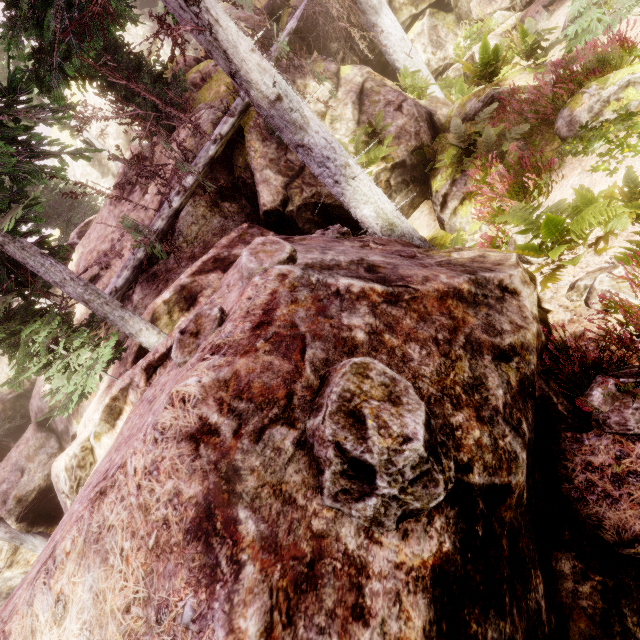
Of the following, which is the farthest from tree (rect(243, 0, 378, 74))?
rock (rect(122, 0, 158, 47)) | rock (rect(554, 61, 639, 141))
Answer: rock (rect(554, 61, 639, 141))

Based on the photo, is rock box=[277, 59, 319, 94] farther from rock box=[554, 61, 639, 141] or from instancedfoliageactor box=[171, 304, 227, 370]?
rock box=[554, 61, 639, 141]

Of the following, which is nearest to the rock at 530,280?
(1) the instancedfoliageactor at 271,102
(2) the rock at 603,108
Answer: (1) the instancedfoliageactor at 271,102

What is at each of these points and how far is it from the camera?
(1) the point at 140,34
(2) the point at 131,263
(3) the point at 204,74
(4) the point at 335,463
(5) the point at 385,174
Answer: (1) rock, 32.1m
(2) tree, 10.1m
(3) rock, 12.3m
(4) instancedfoliageactor, 1.9m
(5) rock, 9.4m

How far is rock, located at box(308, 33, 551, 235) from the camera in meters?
8.3

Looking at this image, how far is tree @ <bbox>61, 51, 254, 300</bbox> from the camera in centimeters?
747cm

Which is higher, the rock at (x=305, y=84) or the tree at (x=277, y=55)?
the tree at (x=277, y=55)
